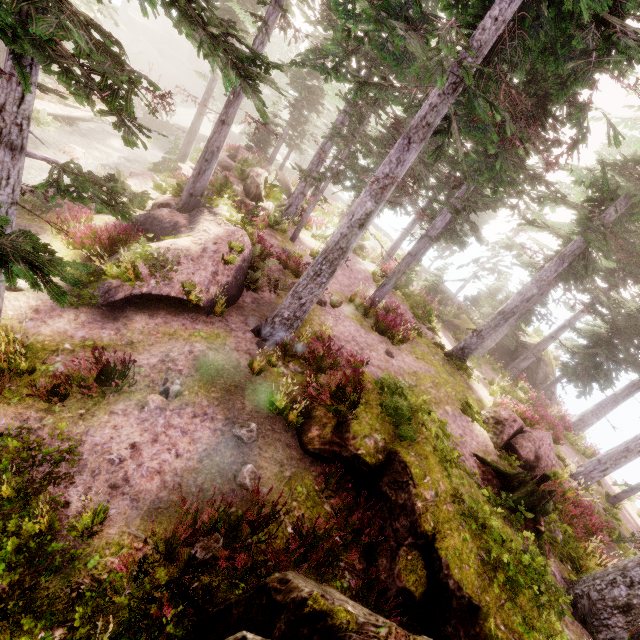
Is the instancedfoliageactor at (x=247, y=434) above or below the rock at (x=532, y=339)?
below

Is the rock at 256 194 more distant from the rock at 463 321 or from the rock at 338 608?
the rock at 463 321

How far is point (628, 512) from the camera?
19.3 meters

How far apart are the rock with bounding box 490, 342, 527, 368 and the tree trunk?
17.56m

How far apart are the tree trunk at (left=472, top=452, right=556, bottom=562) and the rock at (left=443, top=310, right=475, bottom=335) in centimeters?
1605cm

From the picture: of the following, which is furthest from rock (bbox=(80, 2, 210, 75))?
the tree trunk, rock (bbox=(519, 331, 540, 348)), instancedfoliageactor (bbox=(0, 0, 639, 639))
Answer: the tree trunk

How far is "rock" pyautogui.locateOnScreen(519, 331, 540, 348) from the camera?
26.3m
